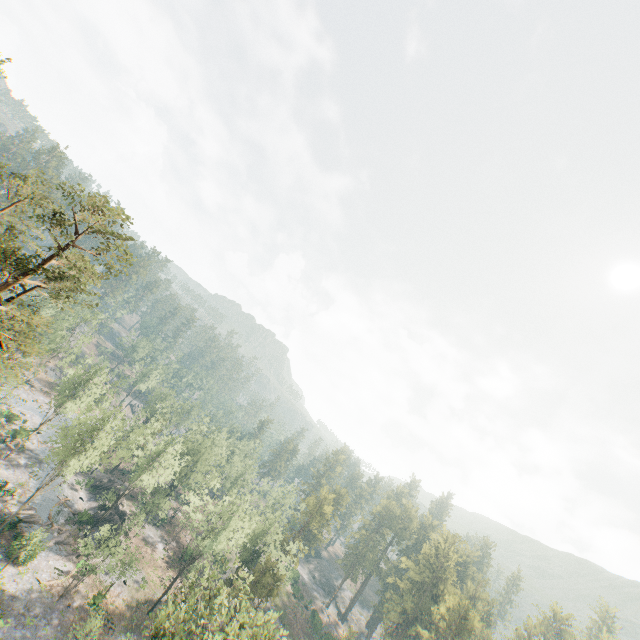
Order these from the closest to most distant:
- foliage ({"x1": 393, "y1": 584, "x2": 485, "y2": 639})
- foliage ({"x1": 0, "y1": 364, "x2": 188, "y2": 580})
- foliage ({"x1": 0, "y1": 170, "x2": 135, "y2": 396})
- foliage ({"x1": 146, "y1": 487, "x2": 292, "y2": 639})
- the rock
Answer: foliage ({"x1": 0, "y1": 170, "x2": 135, "y2": 396}) → foliage ({"x1": 146, "y1": 487, "x2": 292, "y2": 639}) → foliage ({"x1": 0, "y1": 364, "x2": 188, "y2": 580}) → foliage ({"x1": 393, "y1": 584, "x2": 485, "y2": 639}) → the rock

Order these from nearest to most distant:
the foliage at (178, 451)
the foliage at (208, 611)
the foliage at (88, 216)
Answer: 1. the foliage at (88, 216)
2. the foliage at (208, 611)
3. the foliage at (178, 451)

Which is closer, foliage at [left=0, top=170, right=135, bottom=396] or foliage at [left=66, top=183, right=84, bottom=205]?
foliage at [left=0, top=170, right=135, bottom=396]

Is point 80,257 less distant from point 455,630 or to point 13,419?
point 13,419

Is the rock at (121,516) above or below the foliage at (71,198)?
below

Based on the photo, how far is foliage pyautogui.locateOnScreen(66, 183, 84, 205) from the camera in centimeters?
2311cm

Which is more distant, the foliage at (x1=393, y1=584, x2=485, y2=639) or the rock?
the rock
